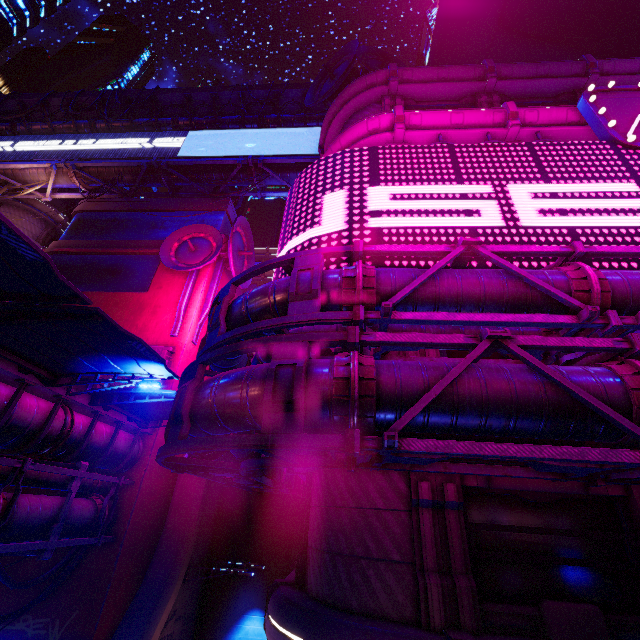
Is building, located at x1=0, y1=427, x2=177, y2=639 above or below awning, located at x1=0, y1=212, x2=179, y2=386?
below

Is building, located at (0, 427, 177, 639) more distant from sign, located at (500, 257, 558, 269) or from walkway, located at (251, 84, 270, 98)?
sign, located at (500, 257, 558, 269)

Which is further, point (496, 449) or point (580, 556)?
point (580, 556)

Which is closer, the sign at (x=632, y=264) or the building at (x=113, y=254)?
the sign at (x=632, y=264)

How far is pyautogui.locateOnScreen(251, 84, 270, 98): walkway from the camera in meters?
27.6 m

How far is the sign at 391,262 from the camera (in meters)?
9.22

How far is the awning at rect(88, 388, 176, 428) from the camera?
A: 12.1m

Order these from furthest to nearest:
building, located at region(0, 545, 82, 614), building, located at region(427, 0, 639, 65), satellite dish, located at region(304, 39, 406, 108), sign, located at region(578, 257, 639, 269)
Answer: building, located at region(427, 0, 639, 65), satellite dish, located at region(304, 39, 406, 108), building, located at region(0, 545, 82, 614), sign, located at region(578, 257, 639, 269)
